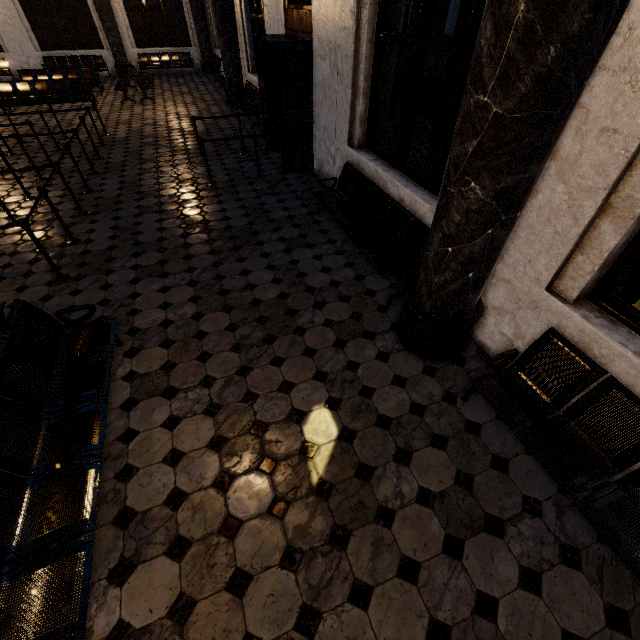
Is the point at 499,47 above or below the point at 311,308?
above

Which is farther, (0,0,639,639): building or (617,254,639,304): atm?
(617,254,639,304): atm

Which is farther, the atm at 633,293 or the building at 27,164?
the atm at 633,293
